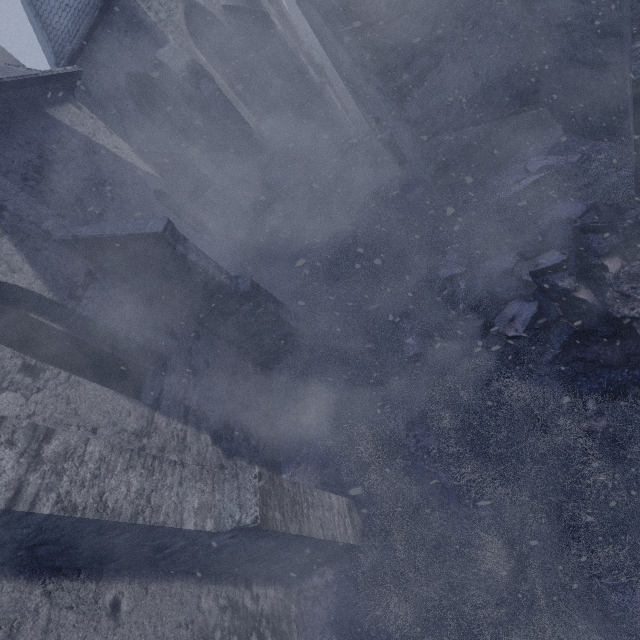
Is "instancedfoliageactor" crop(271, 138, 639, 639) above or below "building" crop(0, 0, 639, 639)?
below

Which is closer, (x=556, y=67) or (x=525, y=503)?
(x=525, y=503)

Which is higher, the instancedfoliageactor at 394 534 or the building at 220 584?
the building at 220 584
